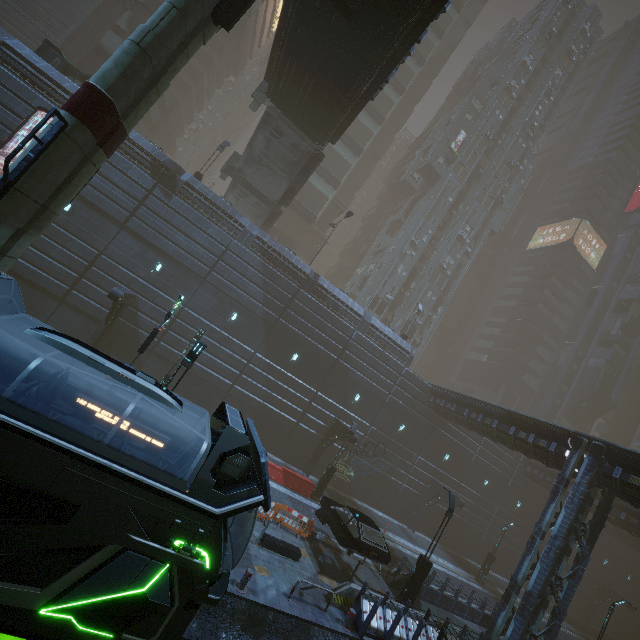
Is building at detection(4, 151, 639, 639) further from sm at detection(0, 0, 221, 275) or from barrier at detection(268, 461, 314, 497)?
barrier at detection(268, 461, 314, 497)

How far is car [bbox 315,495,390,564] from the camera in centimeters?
1387cm

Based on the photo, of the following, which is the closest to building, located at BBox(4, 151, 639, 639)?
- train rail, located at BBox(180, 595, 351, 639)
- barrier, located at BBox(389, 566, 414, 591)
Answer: train rail, located at BBox(180, 595, 351, 639)

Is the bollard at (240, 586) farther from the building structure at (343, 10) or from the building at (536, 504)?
the building structure at (343, 10)

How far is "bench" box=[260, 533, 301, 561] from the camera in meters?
12.7

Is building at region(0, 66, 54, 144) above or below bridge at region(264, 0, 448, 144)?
below

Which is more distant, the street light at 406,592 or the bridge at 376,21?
the street light at 406,592

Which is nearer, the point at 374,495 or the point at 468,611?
the point at 468,611
